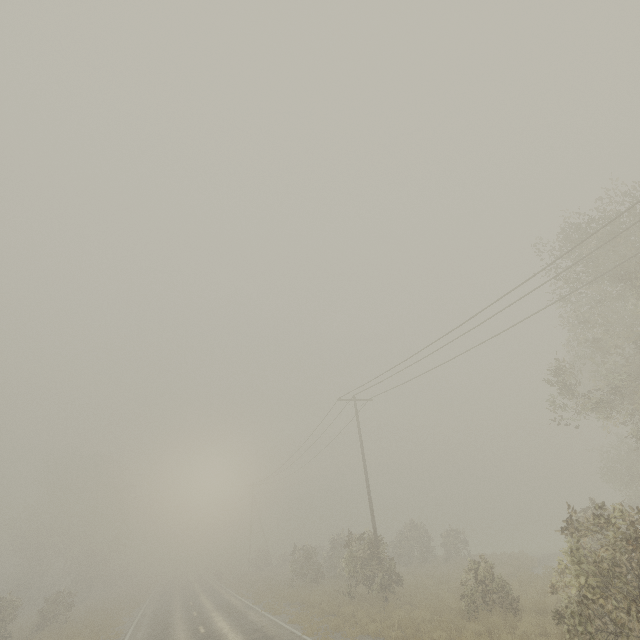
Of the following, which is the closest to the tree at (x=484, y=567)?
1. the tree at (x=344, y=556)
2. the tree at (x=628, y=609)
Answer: the tree at (x=344, y=556)

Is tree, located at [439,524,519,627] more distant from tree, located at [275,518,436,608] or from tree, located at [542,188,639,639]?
tree, located at [542,188,639,639]

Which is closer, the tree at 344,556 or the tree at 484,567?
Result: the tree at 484,567

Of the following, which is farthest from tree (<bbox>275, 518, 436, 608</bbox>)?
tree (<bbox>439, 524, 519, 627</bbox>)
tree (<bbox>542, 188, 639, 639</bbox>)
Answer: tree (<bbox>542, 188, 639, 639</bbox>)

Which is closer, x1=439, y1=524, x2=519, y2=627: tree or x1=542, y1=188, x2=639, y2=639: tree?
x1=542, y1=188, x2=639, y2=639: tree

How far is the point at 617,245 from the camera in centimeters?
1520cm
